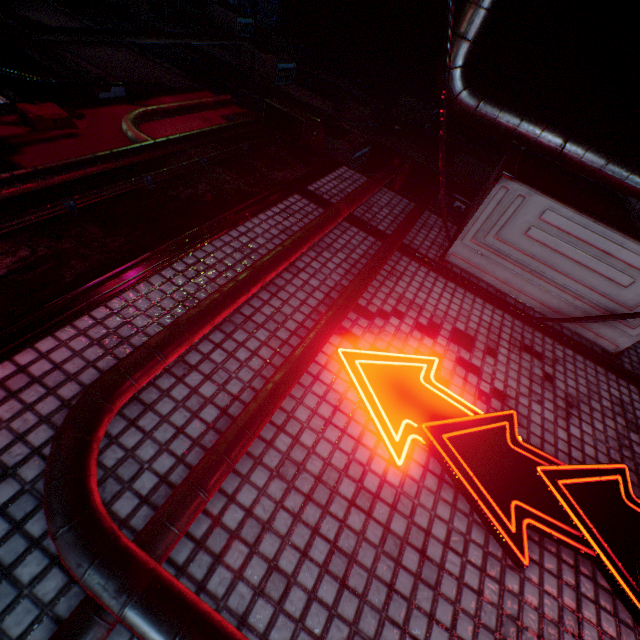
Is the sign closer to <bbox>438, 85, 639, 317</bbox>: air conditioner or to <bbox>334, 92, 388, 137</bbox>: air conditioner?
<bbox>438, 85, 639, 317</bbox>: air conditioner

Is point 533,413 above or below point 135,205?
above

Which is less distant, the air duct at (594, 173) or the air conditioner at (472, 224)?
the air conditioner at (472, 224)

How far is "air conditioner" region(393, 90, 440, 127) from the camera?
9.8 meters

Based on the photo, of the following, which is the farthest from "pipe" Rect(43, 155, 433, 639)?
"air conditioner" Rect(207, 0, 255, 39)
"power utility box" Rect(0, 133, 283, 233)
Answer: "air conditioner" Rect(207, 0, 255, 39)

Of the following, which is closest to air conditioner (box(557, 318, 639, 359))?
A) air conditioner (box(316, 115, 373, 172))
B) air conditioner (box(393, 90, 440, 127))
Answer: air conditioner (box(316, 115, 373, 172))

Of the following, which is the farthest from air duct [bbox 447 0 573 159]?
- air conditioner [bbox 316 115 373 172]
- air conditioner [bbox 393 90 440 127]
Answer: air conditioner [bbox 393 90 440 127]

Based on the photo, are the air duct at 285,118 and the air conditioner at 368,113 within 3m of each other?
no
